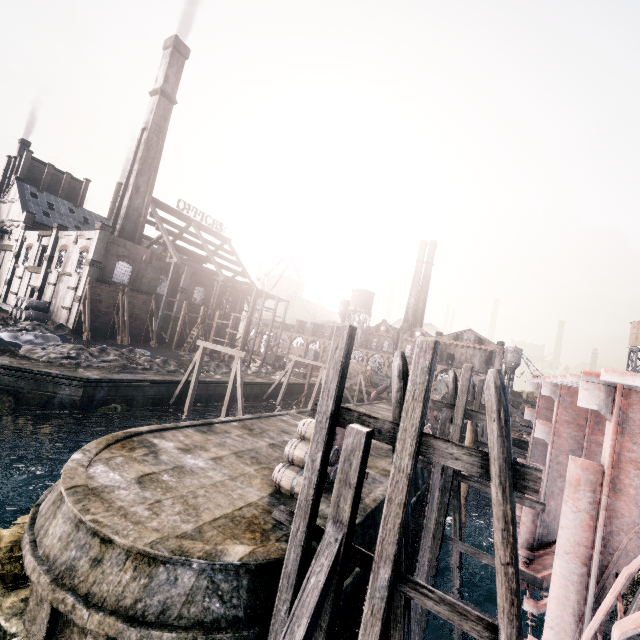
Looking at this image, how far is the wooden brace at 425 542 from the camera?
11.8m

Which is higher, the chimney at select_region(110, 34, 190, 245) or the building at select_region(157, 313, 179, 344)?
the chimney at select_region(110, 34, 190, 245)

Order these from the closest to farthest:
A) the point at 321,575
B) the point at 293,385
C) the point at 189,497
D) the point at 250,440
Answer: the point at 321,575 → the point at 189,497 → the point at 250,440 → the point at 293,385

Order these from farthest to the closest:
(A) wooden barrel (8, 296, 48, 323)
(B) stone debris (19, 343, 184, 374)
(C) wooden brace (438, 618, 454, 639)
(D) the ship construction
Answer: (A) wooden barrel (8, 296, 48, 323) → (B) stone debris (19, 343, 184, 374) → (C) wooden brace (438, 618, 454, 639) → (D) the ship construction

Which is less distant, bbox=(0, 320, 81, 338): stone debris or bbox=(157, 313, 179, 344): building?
bbox=(0, 320, 81, 338): stone debris

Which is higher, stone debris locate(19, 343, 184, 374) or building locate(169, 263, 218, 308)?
building locate(169, 263, 218, 308)

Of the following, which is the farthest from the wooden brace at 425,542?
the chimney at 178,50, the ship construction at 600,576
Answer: the chimney at 178,50

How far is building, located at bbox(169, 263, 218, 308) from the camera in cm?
4772
